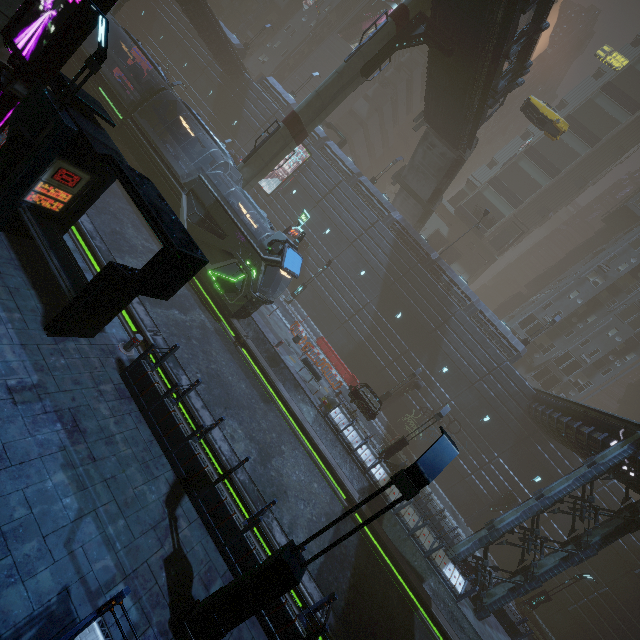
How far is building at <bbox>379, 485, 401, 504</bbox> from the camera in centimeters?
1680cm

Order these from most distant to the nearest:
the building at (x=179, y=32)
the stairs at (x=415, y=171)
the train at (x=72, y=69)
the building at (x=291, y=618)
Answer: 1. the building at (x=179, y=32)
2. the stairs at (x=415, y=171)
3. the train at (x=72, y=69)
4. the building at (x=291, y=618)

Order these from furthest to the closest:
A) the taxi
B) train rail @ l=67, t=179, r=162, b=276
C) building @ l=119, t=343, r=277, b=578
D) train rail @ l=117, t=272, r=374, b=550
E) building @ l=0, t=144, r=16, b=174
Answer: the taxi
train rail @ l=67, t=179, r=162, b=276
train rail @ l=117, t=272, r=374, b=550
building @ l=0, t=144, r=16, b=174
building @ l=119, t=343, r=277, b=578

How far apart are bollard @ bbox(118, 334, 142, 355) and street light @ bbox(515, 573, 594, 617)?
31.0 meters

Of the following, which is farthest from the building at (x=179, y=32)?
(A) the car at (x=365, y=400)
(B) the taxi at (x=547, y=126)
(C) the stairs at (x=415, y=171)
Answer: (B) the taxi at (x=547, y=126)

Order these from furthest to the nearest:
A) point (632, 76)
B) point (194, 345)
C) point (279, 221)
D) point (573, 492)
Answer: point (632, 76) → point (279, 221) → point (573, 492) → point (194, 345)

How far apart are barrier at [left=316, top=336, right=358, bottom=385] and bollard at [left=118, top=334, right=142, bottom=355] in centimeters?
1980cm

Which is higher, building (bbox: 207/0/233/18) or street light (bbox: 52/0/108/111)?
building (bbox: 207/0/233/18)
